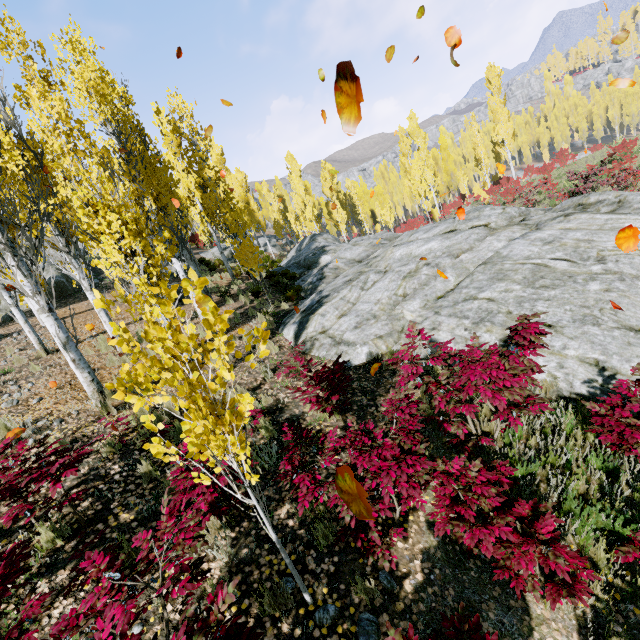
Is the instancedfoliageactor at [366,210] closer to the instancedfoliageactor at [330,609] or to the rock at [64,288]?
the rock at [64,288]

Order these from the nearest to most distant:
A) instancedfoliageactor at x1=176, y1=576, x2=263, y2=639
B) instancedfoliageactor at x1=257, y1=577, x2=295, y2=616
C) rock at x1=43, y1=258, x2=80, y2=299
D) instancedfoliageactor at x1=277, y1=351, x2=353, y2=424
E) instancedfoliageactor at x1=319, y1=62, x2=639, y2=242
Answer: instancedfoliageactor at x1=176, y1=576, x2=263, y2=639
instancedfoliageactor at x1=257, y1=577, x2=295, y2=616
instancedfoliageactor at x1=277, y1=351, x2=353, y2=424
rock at x1=43, y1=258, x2=80, y2=299
instancedfoliageactor at x1=319, y1=62, x2=639, y2=242

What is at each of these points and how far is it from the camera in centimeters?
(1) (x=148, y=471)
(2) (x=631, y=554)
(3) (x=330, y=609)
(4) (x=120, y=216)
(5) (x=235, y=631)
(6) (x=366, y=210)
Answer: (1) instancedfoliageactor, 481cm
(2) instancedfoliageactor, 305cm
(3) instancedfoliageactor, 318cm
(4) instancedfoliageactor, 480cm
(5) instancedfoliageactor, 208cm
(6) instancedfoliageactor, 4694cm

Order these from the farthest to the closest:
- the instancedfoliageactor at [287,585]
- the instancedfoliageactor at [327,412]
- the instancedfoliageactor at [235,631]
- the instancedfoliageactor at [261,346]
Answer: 1. the instancedfoliageactor at [327,412]
2. the instancedfoliageactor at [287,585]
3. the instancedfoliageactor at [261,346]
4. the instancedfoliageactor at [235,631]

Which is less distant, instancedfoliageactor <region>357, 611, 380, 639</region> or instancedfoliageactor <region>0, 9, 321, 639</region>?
instancedfoliageactor <region>0, 9, 321, 639</region>

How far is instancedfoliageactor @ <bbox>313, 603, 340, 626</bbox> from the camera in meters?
3.1 m

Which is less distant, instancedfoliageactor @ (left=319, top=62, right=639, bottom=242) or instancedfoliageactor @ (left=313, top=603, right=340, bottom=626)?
instancedfoliageactor @ (left=313, top=603, right=340, bottom=626)

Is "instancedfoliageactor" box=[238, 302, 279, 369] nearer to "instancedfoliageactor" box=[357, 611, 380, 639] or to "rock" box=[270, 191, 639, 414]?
"rock" box=[270, 191, 639, 414]
